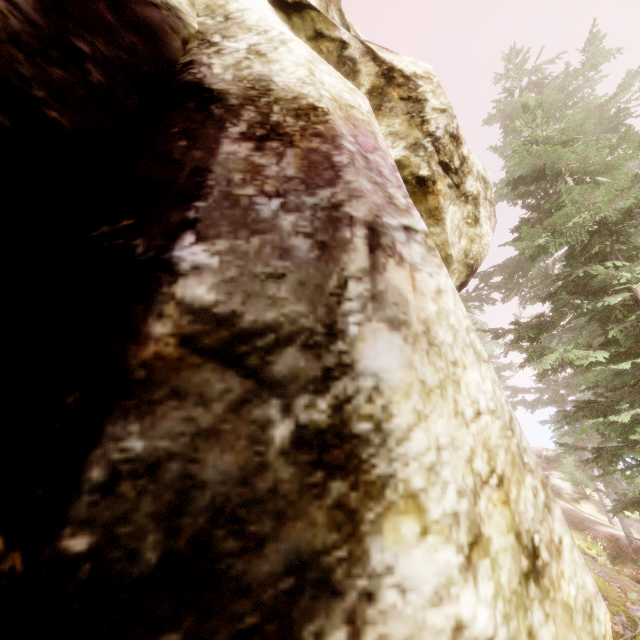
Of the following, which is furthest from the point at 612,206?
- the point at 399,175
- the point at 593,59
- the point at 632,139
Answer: the point at 593,59

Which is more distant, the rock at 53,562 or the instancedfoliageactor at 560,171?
the instancedfoliageactor at 560,171

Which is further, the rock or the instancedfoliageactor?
the instancedfoliageactor
